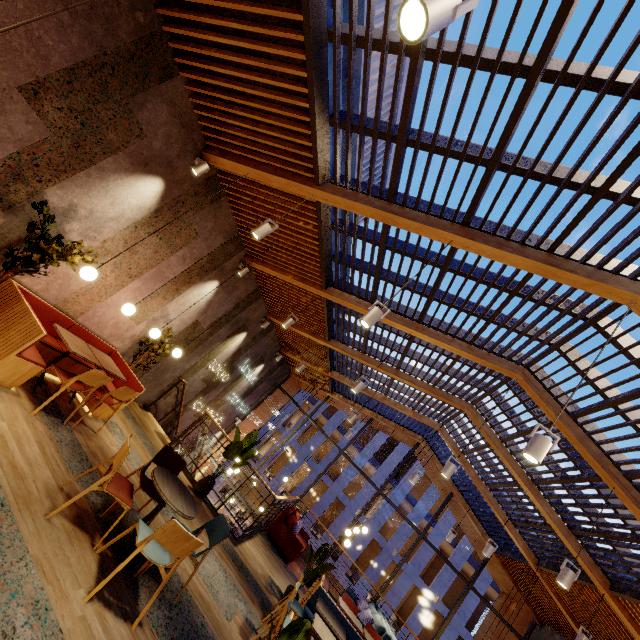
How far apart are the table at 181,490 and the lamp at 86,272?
2.6m

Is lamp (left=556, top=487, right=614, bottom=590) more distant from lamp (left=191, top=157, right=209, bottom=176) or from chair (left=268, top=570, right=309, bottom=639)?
lamp (left=191, top=157, right=209, bottom=176)

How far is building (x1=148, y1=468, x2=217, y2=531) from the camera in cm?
476

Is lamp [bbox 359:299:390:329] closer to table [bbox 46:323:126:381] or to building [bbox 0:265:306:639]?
building [bbox 0:265:306:639]

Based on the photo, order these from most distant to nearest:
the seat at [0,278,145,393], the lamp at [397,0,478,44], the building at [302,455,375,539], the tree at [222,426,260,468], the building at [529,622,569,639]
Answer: the building at [302,455,375,539]
the building at [529,622,569,639]
the tree at [222,426,260,468]
the seat at [0,278,145,393]
the lamp at [397,0,478,44]

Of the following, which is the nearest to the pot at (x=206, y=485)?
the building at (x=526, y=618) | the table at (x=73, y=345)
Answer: the table at (x=73, y=345)

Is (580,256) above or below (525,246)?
above

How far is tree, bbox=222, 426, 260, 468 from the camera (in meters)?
7.04
